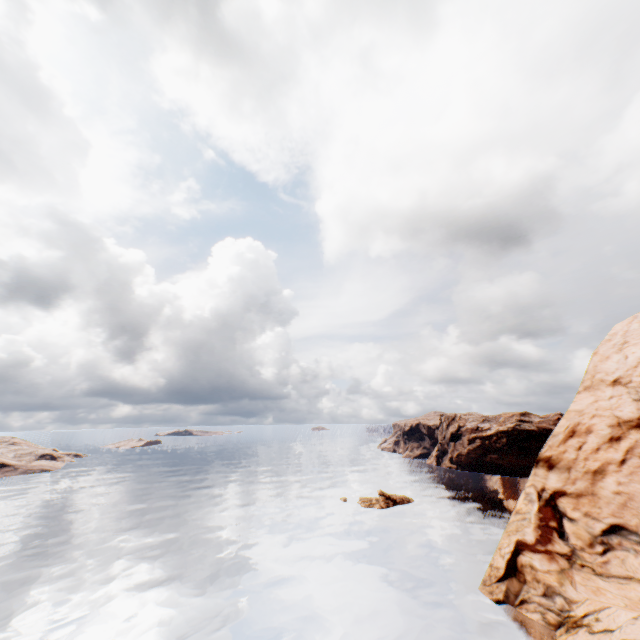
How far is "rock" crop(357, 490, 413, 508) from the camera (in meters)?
56.47

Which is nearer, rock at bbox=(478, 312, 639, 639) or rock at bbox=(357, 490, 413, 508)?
rock at bbox=(478, 312, 639, 639)

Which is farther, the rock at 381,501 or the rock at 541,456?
the rock at 381,501

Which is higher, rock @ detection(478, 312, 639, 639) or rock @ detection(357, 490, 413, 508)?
rock @ detection(478, 312, 639, 639)

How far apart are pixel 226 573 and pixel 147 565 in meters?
9.8

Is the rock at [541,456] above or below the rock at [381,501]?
above
